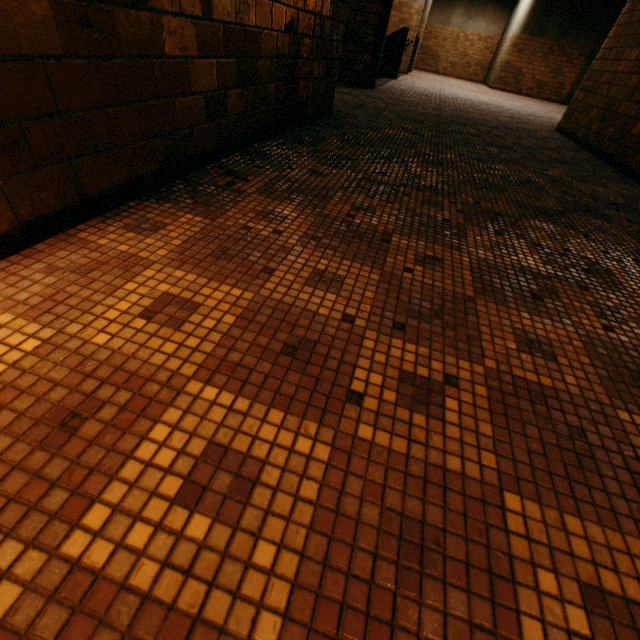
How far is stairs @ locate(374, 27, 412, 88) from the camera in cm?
912

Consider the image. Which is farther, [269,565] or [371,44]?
[371,44]

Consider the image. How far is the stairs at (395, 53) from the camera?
9.1m
